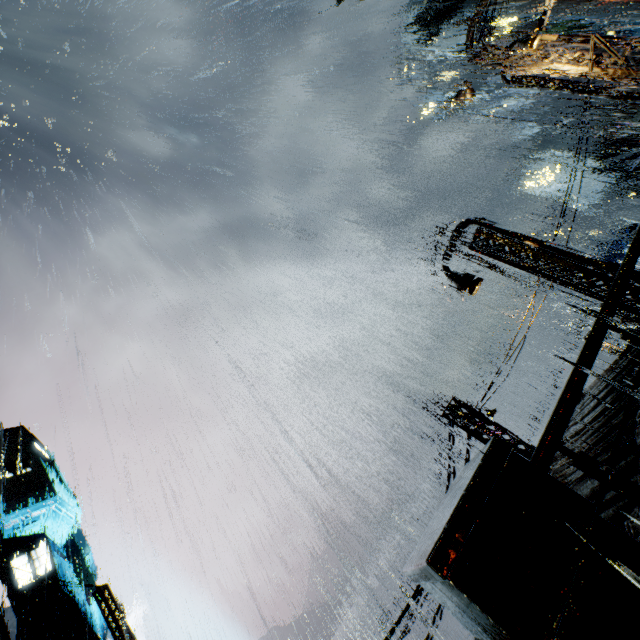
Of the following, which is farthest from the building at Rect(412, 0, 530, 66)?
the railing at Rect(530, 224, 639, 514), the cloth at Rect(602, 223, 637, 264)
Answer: the cloth at Rect(602, 223, 637, 264)

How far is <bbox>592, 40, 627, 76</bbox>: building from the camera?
10.4m

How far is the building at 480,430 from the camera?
12.02m

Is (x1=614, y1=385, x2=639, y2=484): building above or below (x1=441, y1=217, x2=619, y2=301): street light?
below

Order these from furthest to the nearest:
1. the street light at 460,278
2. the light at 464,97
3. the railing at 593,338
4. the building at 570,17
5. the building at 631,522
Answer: the light at 464,97 → the building at 570,17 → the street light at 460,278 → the building at 631,522 → the railing at 593,338

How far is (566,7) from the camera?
40.06m

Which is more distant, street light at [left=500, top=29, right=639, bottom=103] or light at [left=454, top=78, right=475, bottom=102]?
light at [left=454, top=78, right=475, bottom=102]
